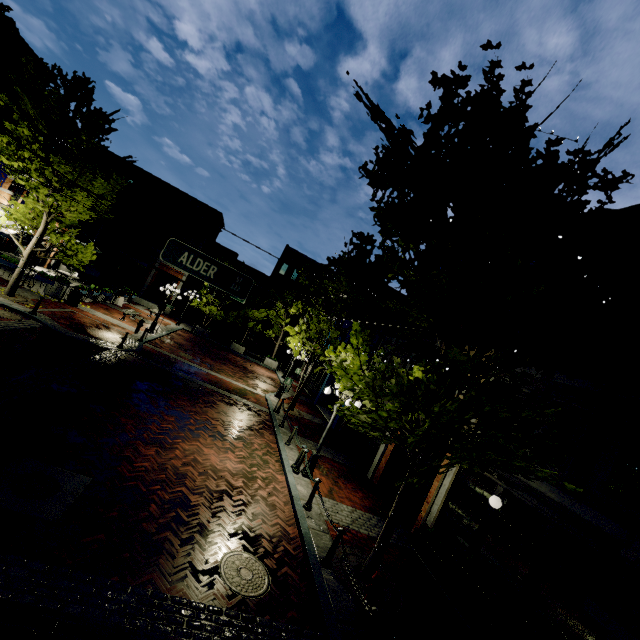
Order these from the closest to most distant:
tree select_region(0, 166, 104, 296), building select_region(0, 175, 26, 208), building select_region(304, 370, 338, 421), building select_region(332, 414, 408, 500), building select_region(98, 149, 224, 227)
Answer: building select_region(332, 414, 408, 500), tree select_region(0, 166, 104, 296), building select_region(0, 175, 26, 208), building select_region(304, 370, 338, 421), building select_region(98, 149, 224, 227)

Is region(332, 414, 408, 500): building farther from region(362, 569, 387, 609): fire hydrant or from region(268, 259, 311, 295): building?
region(362, 569, 387, 609): fire hydrant

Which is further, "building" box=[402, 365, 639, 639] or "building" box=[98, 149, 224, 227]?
"building" box=[98, 149, 224, 227]

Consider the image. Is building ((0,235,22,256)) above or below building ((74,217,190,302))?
below

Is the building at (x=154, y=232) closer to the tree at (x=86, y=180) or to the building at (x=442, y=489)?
the tree at (x=86, y=180)

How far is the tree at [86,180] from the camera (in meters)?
13.70

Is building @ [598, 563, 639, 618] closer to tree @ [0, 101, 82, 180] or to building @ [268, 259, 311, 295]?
tree @ [0, 101, 82, 180]

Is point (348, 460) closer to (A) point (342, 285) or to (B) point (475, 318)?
(A) point (342, 285)
